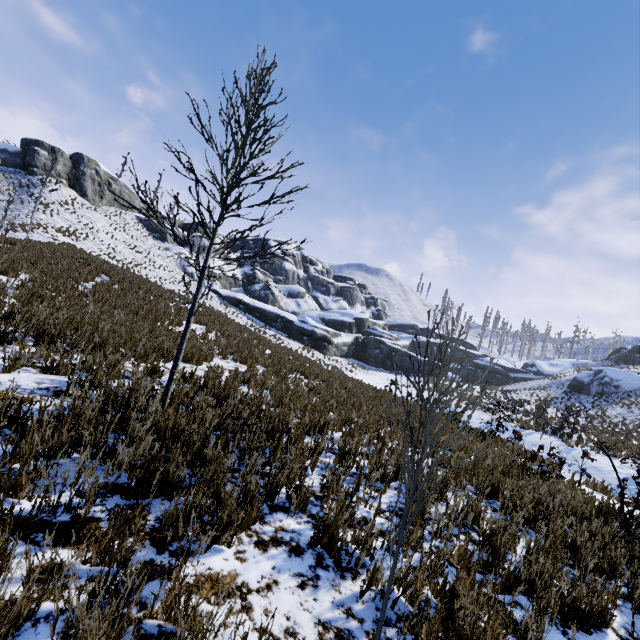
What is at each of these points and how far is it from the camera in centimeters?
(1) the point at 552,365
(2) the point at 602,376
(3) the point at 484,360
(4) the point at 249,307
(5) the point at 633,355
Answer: (1) rock, 5462cm
(2) rock, 3491cm
(3) rock, 5278cm
(4) rock, 4319cm
(5) rock, 4722cm

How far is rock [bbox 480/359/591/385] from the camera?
50.0 meters

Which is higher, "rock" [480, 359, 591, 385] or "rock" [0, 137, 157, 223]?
"rock" [0, 137, 157, 223]

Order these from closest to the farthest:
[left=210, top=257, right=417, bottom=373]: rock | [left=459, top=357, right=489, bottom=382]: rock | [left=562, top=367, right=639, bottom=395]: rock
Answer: [left=562, top=367, right=639, bottom=395]: rock < [left=210, top=257, right=417, bottom=373]: rock < [left=459, top=357, right=489, bottom=382]: rock

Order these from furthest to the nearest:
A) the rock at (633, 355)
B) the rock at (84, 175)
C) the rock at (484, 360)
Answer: the rock at (484, 360), the rock at (633, 355), the rock at (84, 175)

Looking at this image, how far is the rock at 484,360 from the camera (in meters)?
51.41

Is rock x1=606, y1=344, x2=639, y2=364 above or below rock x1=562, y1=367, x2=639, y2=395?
above
